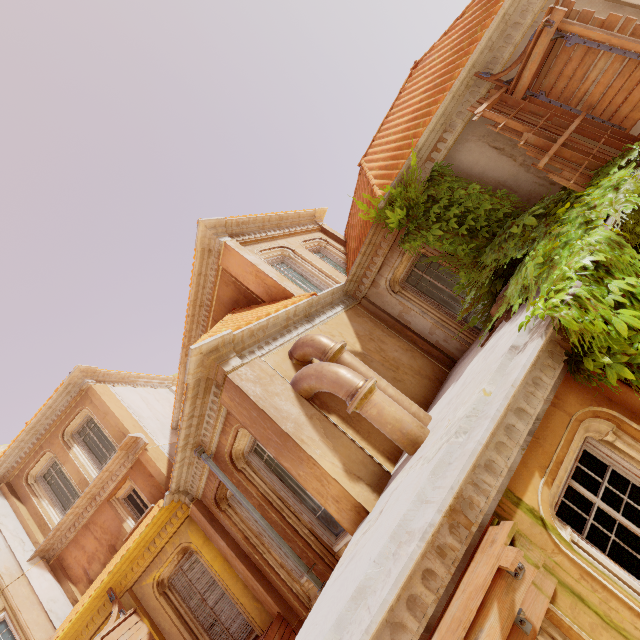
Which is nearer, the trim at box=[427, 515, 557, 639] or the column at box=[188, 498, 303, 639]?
the trim at box=[427, 515, 557, 639]

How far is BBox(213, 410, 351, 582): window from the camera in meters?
6.5

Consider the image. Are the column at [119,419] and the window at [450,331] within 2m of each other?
no

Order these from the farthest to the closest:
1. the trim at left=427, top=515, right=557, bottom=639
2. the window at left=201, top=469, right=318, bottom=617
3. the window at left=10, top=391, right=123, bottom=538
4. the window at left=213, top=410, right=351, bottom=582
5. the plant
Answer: the window at left=10, top=391, right=123, bottom=538, the window at left=201, top=469, right=318, bottom=617, the window at left=213, top=410, right=351, bottom=582, the plant, the trim at left=427, top=515, right=557, bottom=639

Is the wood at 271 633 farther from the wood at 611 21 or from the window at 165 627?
the wood at 611 21

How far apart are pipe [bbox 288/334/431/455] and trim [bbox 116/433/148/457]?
9.3 meters

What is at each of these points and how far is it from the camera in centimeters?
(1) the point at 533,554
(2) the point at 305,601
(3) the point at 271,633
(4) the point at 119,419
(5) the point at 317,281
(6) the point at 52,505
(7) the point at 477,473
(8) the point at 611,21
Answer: (1) trim, 275cm
(2) window, 761cm
(3) wood, 718cm
(4) column, 1281cm
(5) window, 1065cm
(6) window, 1288cm
(7) trim, 328cm
(8) wood, 552cm

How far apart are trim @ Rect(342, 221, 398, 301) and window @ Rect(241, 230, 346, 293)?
0.6 meters
